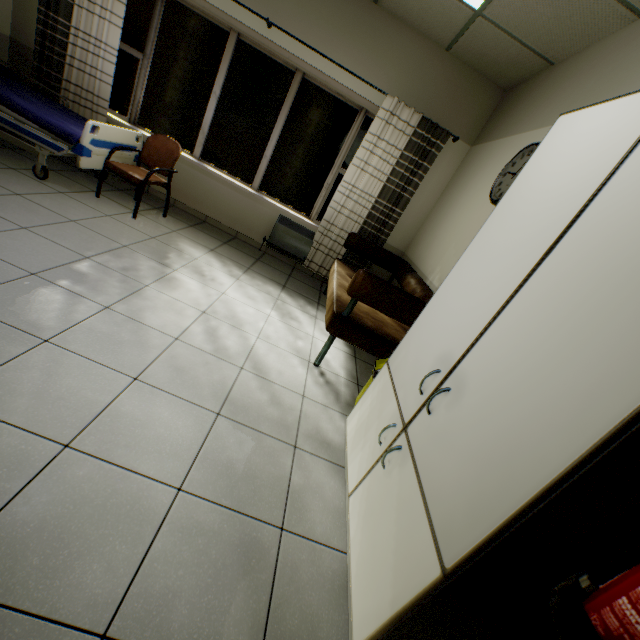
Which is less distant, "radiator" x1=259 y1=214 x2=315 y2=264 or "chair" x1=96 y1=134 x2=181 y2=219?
"chair" x1=96 y1=134 x2=181 y2=219

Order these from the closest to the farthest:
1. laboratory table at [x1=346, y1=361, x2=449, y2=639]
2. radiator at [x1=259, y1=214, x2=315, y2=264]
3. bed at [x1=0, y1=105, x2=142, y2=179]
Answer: laboratory table at [x1=346, y1=361, x2=449, y2=639], bed at [x1=0, y1=105, x2=142, y2=179], radiator at [x1=259, y1=214, x2=315, y2=264]

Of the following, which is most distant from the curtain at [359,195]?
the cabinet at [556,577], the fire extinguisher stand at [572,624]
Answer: the fire extinguisher stand at [572,624]

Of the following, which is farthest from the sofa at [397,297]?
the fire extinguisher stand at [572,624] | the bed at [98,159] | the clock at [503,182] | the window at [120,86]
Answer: the window at [120,86]

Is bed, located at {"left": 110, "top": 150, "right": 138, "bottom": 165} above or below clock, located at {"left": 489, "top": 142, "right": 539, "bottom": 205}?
below

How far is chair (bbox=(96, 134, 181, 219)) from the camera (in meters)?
3.53

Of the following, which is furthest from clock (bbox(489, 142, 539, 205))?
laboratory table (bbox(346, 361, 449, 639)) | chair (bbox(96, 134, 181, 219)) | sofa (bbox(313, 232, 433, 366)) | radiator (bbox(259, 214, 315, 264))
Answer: chair (bbox(96, 134, 181, 219))

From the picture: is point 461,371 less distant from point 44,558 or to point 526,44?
point 44,558
